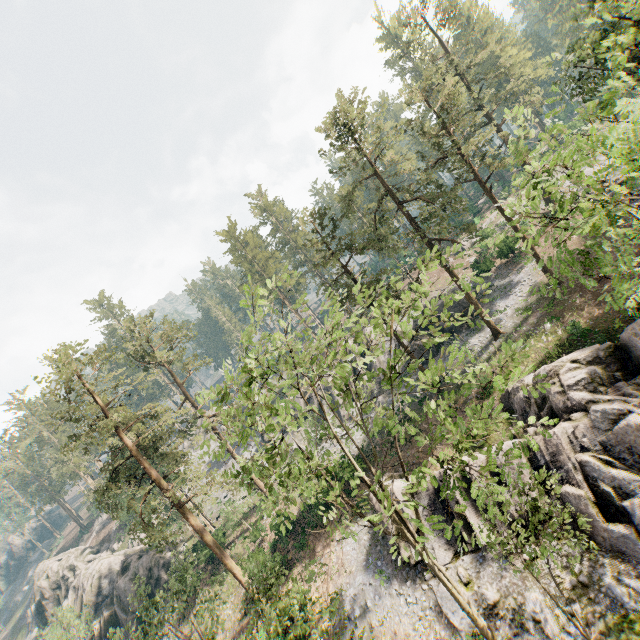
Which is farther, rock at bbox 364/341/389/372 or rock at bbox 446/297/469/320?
rock at bbox 364/341/389/372

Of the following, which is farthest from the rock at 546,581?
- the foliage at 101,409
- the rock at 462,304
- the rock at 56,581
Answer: the rock at 56,581

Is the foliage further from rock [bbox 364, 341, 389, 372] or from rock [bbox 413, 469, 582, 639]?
rock [bbox 364, 341, 389, 372]

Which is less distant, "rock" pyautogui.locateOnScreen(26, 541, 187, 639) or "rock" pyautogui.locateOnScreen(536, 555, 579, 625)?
"rock" pyautogui.locateOnScreen(536, 555, 579, 625)

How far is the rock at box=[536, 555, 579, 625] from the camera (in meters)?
14.67

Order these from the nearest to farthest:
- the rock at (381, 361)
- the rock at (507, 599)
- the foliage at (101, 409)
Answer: the foliage at (101, 409), the rock at (507, 599), the rock at (381, 361)

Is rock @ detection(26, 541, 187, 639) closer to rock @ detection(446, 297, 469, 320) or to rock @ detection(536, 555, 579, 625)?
rock @ detection(446, 297, 469, 320)

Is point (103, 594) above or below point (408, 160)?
below
